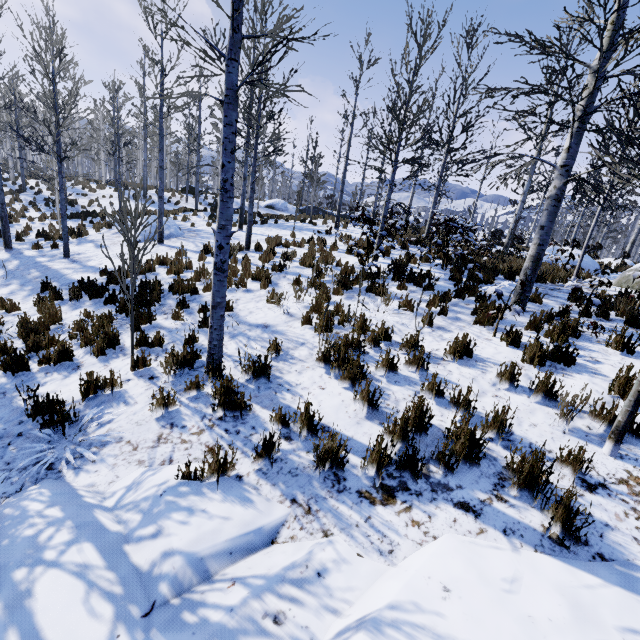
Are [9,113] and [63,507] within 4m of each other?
no

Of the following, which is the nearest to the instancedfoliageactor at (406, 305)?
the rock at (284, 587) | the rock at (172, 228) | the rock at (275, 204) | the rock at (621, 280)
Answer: the rock at (284, 587)

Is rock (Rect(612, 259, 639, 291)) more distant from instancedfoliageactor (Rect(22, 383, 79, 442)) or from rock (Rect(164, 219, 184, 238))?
rock (Rect(164, 219, 184, 238))

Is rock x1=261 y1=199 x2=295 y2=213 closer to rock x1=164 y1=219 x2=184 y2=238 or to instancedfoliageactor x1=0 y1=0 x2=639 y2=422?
instancedfoliageactor x1=0 y1=0 x2=639 y2=422

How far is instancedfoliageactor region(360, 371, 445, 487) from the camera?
3.0m

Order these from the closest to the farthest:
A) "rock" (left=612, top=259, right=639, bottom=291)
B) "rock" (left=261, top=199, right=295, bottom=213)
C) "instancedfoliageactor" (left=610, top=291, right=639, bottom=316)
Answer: "instancedfoliageactor" (left=610, top=291, right=639, bottom=316)
"rock" (left=612, top=259, right=639, bottom=291)
"rock" (left=261, top=199, right=295, bottom=213)

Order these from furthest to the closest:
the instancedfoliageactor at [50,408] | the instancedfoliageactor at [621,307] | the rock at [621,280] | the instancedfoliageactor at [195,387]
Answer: the rock at [621,280], the instancedfoliageactor at [621,307], the instancedfoliageactor at [195,387], the instancedfoliageactor at [50,408]

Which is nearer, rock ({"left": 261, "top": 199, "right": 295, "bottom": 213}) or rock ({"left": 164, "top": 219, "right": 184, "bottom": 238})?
rock ({"left": 164, "top": 219, "right": 184, "bottom": 238})
